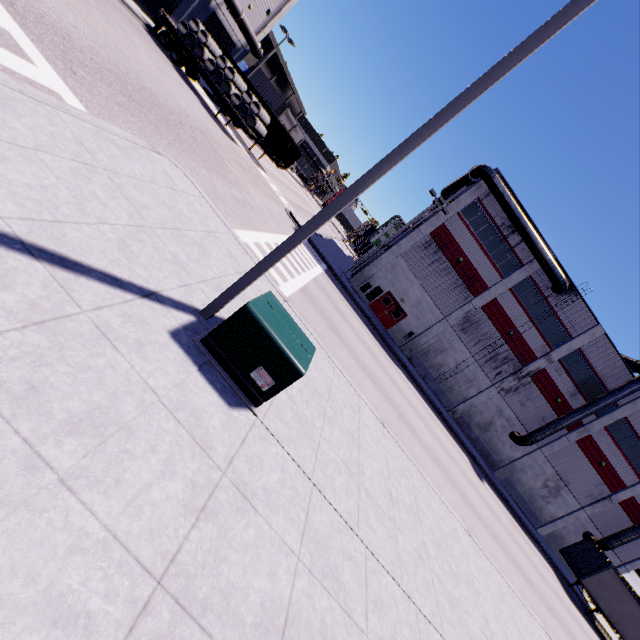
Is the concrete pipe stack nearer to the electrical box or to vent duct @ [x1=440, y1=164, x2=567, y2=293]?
vent duct @ [x1=440, y1=164, x2=567, y2=293]

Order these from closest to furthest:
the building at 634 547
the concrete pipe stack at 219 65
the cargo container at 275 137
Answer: the concrete pipe stack at 219 65 → the cargo container at 275 137 → the building at 634 547

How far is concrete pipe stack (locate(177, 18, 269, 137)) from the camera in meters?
22.2 m

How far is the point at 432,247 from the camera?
28.0m

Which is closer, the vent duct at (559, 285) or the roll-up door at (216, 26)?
the vent duct at (559, 285)

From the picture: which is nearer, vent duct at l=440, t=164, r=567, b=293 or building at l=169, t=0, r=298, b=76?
vent duct at l=440, t=164, r=567, b=293

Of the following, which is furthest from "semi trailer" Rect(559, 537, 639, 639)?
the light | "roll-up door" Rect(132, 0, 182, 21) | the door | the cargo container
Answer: the light

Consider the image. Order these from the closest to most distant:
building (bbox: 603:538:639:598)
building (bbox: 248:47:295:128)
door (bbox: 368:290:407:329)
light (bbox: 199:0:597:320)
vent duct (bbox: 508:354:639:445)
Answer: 1. light (bbox: 199:0:597:320)
2. vent duct (bbox: 508:354:639:445)
3. door (bbox: 368:290:407:329)
4. building (bbox: 603:538:639:598)
5. building (bbox: 248:47:295:128)
